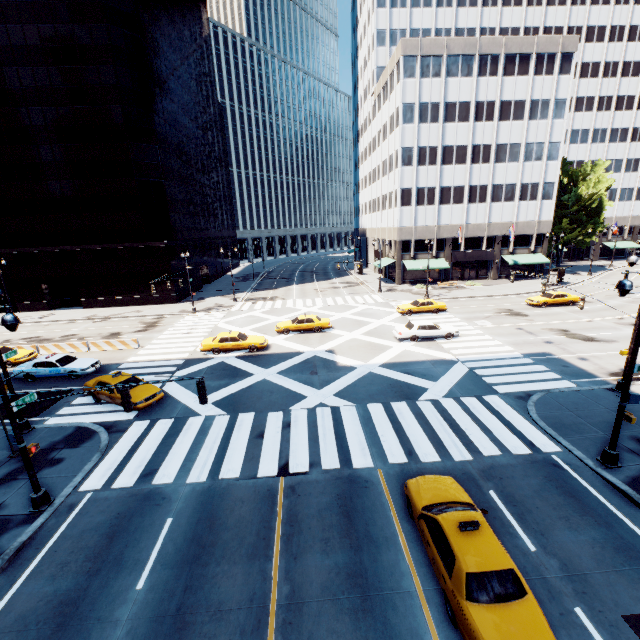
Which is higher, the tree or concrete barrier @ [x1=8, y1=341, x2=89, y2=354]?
the tree

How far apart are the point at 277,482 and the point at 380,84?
62.5 meters

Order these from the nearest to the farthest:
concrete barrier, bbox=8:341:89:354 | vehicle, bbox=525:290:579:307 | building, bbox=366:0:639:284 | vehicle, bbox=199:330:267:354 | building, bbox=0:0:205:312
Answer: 1. vehicle, bbox=199:330:267:354
2. concrete barrier, bbox=8:341:89:354
3. vehicle, bbox=525:290:579:307
4. building, bbox=0:0:205:312
5. building, bbox=366:0:639:284

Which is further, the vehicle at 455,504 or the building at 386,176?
the building at 386,176

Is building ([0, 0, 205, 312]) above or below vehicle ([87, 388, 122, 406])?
above

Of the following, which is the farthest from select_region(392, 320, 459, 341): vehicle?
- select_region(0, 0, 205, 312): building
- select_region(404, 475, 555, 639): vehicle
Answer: select_region(0, 0, 205, 312): building

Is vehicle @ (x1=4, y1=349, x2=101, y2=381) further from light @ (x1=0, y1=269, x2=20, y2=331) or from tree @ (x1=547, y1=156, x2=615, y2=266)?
tree @ (x1=547, y1=156, x2=615, y2=266)

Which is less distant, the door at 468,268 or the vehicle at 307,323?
the vehicle at 307,323
